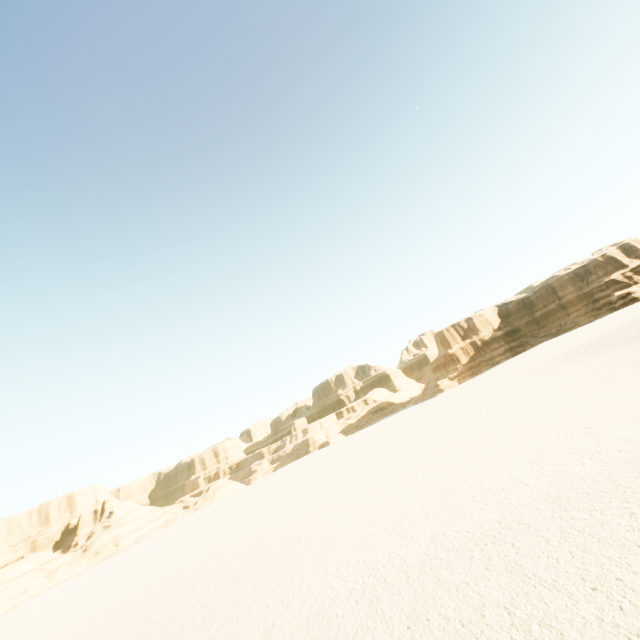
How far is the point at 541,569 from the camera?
6.7m
